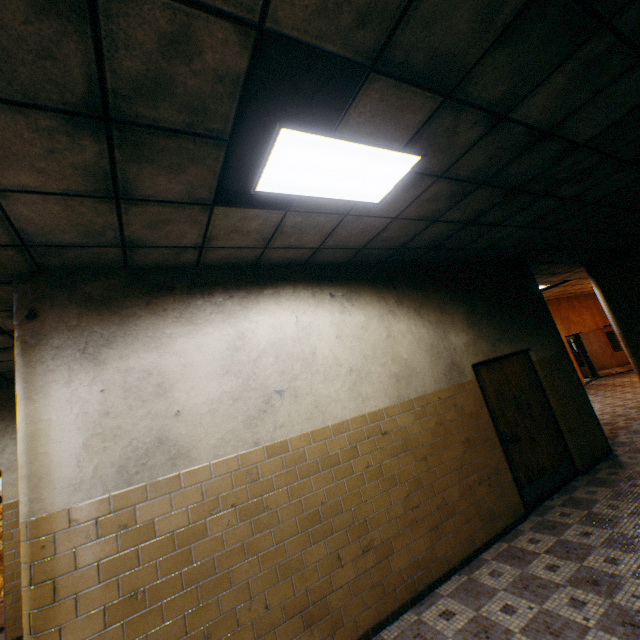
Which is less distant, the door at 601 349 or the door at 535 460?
the door at 535 460

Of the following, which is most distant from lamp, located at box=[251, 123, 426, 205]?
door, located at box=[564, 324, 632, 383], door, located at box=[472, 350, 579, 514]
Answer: door, located at box=[564, 324, 632, 383]

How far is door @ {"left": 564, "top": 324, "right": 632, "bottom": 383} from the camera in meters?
14.4

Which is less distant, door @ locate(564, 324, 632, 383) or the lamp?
the lamp

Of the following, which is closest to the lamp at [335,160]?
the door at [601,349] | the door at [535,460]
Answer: the door at [535,460]

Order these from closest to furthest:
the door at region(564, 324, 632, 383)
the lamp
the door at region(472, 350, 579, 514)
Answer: the lamp < the door at region(472, 350, 579, 514) < the door at region(564, 324, 632, 383)

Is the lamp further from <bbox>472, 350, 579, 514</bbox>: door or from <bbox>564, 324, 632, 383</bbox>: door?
<bbox>564, 324, 632, 383</bbox>: door

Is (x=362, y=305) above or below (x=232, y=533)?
above
